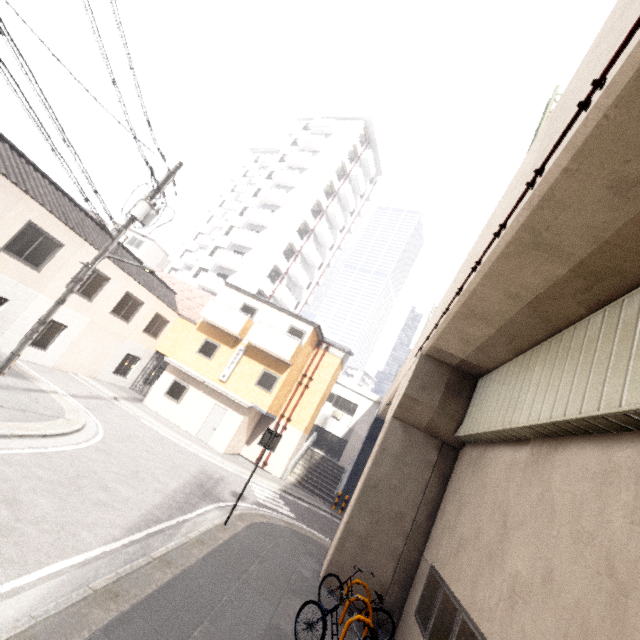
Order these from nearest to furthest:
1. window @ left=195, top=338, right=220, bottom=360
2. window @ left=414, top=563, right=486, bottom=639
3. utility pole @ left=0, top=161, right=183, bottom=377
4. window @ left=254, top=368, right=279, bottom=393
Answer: window @ left=414, top=563, right=486, bottom=639 < utility pole @ left=0, top=161, right=183, bottom=377 < window @ left=254, top=368, right=279, bottom=393 < window @ left=195, top=338, right=220, bottom=360

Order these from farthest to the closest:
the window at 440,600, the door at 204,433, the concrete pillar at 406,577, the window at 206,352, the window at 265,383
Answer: the window at 206,352 → the window at 265,383 → the door at 204,433 → the concrete pillar at 406,577 → the window at 440,600

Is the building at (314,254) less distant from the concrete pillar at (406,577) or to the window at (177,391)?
the window at (177,391)

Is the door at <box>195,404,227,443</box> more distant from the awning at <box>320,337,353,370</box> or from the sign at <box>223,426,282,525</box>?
the sign at <box>223,426,282,525</box>

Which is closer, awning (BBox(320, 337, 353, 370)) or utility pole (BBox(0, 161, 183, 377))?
utility pole (BBox(0, 161, 183, 377))

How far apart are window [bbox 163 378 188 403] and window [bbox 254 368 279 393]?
3.9 meters

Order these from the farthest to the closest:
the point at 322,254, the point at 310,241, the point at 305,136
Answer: the point at 322,254 < the point at 305,136 < the point at 310,241

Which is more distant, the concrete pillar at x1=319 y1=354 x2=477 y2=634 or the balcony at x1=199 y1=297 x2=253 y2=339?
the balcony at x1=199 y1=297 x2=253 y2=339
